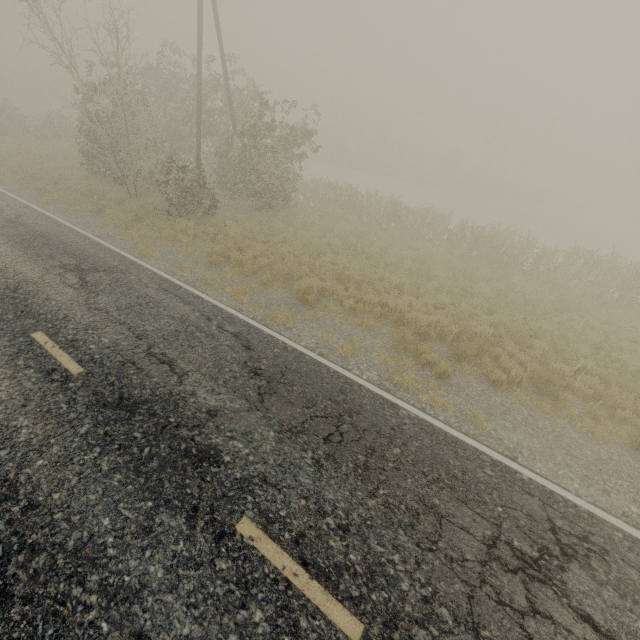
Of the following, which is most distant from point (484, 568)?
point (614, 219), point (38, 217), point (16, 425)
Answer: point (614, 219)
